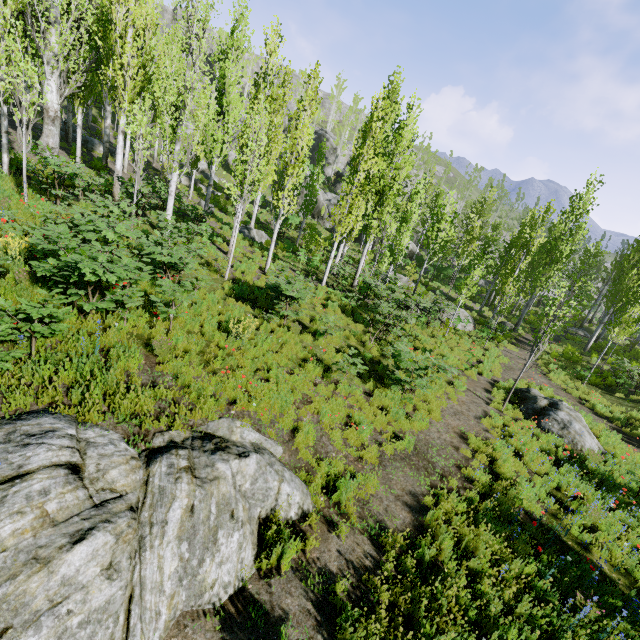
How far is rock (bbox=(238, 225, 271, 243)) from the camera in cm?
2066

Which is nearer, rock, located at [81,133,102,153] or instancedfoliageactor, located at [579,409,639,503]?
instancedfoliageactor, located at [579,409,639,503]

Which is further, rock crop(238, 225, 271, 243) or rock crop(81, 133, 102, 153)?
rock crop(81, 133, 102, 153)

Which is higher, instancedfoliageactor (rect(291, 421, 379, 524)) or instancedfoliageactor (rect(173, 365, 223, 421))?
instancedfoliageactor (rect(173, 365, 223, 421))

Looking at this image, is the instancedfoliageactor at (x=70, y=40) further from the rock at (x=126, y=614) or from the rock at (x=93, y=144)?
the rock at (x=126, y=614)

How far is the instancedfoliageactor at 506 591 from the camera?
4.95m

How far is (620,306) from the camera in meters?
26.4 m

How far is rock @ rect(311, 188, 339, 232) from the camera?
40.3m
